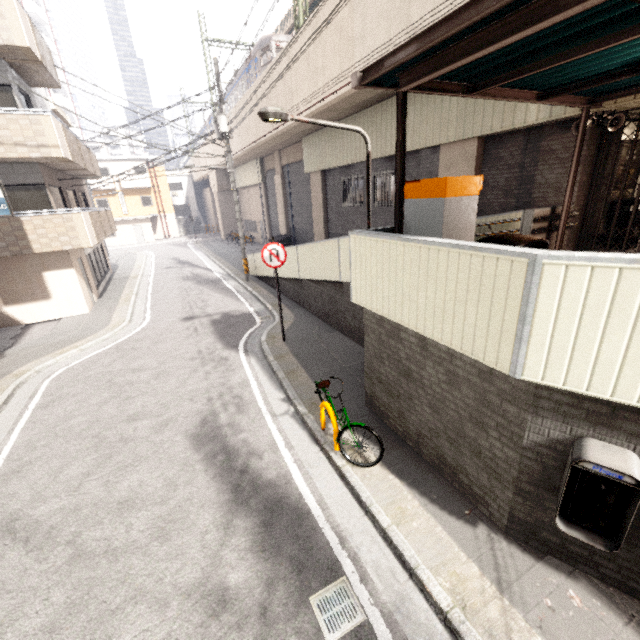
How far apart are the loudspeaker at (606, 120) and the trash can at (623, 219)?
2.2m

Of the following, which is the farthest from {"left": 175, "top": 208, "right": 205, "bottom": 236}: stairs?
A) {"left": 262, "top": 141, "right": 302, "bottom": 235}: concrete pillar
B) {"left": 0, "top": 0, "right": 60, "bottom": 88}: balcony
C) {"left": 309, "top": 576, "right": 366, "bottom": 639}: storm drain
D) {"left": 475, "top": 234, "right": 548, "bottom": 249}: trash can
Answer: {"left": 309, "top": 576, "right": 366, "bottom": 639}: storm drain

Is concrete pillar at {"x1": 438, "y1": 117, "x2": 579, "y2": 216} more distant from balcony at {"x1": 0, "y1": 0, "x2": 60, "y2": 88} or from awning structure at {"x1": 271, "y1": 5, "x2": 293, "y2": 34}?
balcony at {"x1": 0, "y1": 0, "x2": 60, "y2": 88}

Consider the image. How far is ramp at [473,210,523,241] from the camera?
7.2 meters

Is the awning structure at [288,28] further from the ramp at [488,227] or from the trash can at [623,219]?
the ramp at [488,227]

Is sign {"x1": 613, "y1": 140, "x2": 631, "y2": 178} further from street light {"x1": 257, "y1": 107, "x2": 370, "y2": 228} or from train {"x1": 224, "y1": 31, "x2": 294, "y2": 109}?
train {"x1": 224, "y1": 31, "x2": 294, "y2": 109}

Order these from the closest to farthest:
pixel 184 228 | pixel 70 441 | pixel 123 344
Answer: pixel 70 441, pixel 123 344, pixel 184 228

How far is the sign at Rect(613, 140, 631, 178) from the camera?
7.73m
